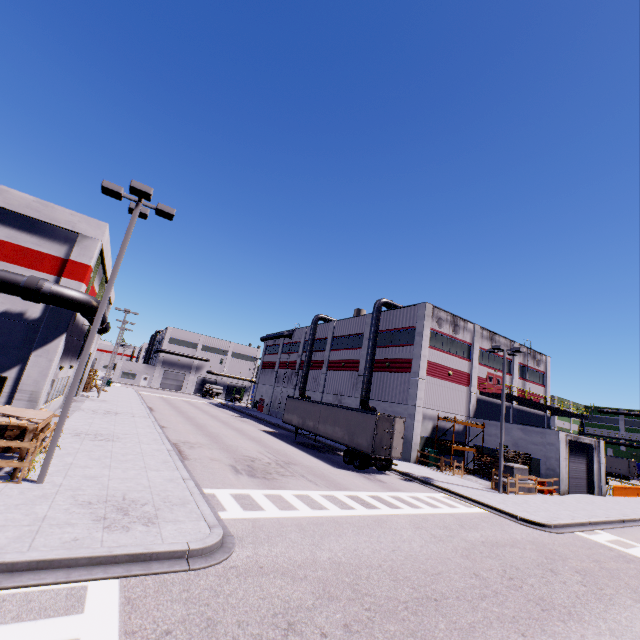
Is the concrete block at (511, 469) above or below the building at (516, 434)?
below

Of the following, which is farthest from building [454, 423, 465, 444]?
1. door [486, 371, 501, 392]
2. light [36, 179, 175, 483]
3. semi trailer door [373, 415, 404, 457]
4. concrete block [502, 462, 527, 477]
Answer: light [36, 179, 175, 483]

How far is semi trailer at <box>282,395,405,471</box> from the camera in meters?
22.1 m

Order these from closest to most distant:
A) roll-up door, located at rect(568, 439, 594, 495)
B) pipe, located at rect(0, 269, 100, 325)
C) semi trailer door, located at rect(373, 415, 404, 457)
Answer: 1. pipe, located at rect(0, 269, 100, 325)
2. semi trailer door, located at rect(373, 415, 404, 457)
3. roll-up door, located at rect(568, 439, 594, 495)

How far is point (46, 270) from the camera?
15.78m

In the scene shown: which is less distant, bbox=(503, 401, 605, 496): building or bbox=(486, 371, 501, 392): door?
bbox=(503, 401, 605, 496): building

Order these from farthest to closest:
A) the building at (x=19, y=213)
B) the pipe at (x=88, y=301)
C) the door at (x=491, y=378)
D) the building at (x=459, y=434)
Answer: the door at (x=491, y=378) < the building at (x=459, y=434) < the building at (x=19, y=213) < the pipe at (x=88, y=301)

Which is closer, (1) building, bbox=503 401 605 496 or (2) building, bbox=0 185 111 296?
(2) building, bbox=0 185 111 296
